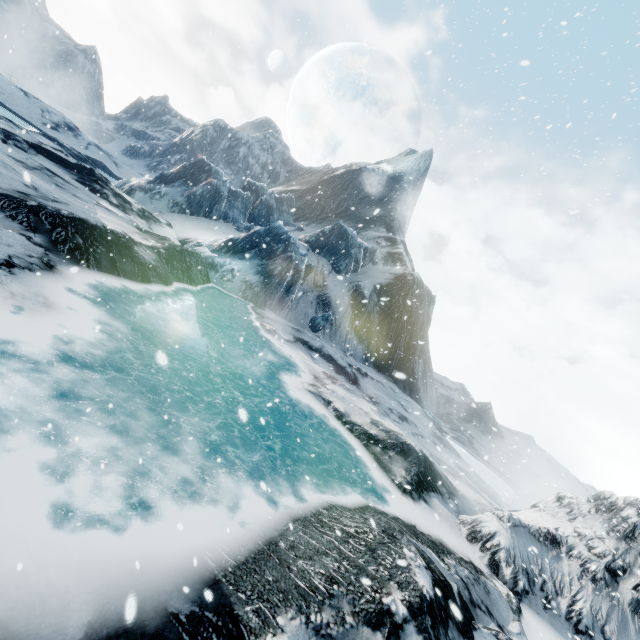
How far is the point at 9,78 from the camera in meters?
51.8
